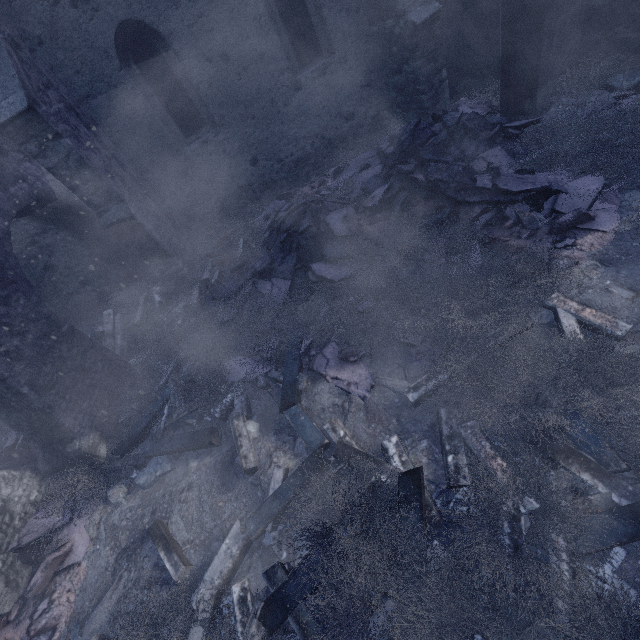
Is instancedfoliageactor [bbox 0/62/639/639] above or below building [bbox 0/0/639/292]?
below

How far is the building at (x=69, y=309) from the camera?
7.1 meters

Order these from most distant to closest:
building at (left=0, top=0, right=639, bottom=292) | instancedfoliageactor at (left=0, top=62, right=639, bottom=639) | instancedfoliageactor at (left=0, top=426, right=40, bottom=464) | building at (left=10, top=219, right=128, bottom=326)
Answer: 1. building at (left=10, top=219, right=128, bottom=326)
2. instancedfoliageactor at (left=0, top=426, right=40, bottom=464)
3. building at (left=0, top=0, right=639, bottom=292)
4. instancedfoliageactor at (left=0, top=62, right=639, bottom=639)

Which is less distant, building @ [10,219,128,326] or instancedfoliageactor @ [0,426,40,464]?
instancedfoliageactor @ [0,426,40,464]

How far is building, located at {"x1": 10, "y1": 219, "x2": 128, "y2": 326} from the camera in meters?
7.1

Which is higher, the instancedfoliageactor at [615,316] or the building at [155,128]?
the building at [155,128]

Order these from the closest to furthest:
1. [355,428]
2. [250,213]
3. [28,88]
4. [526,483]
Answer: [526,483], [355,428], [28,88], [250,213]
